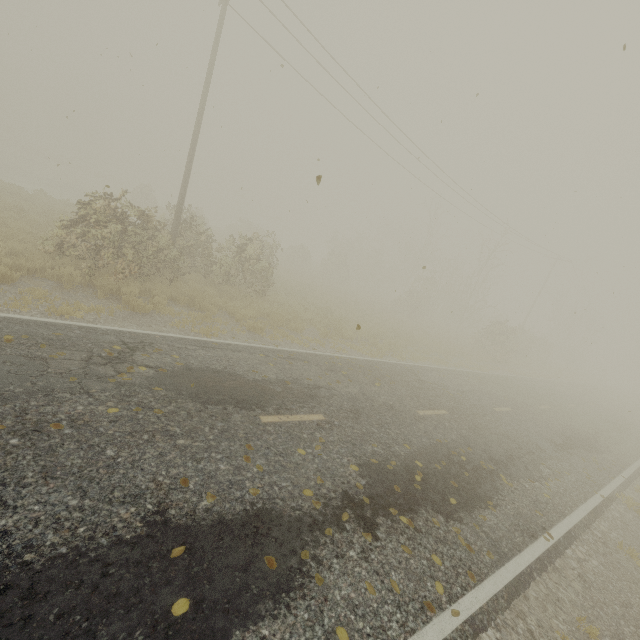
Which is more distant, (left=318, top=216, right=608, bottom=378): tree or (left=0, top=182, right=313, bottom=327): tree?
(left=318, top=216, right=608, bottom=378): tree

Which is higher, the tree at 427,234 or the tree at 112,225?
the tree at 427,234

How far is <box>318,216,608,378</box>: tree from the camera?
29.4m

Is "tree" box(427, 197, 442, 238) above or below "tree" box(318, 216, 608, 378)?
above

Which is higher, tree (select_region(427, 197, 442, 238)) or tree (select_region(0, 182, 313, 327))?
tree (select_region(427, 197, 442, 238))

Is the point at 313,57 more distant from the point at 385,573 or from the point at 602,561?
the point at 602,561

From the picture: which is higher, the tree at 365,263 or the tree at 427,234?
the tree at 427,234
